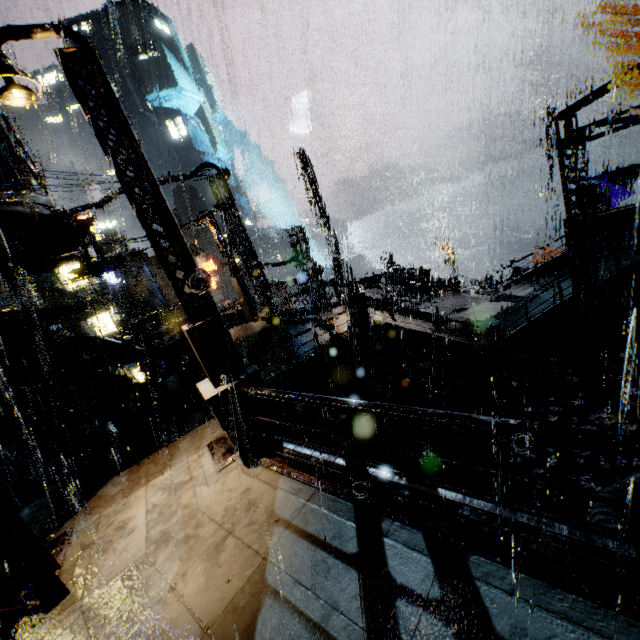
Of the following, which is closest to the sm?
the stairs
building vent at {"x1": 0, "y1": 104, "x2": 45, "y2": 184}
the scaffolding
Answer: the stairs

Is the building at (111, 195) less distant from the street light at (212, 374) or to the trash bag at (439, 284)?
the trash bag at (439, 284)

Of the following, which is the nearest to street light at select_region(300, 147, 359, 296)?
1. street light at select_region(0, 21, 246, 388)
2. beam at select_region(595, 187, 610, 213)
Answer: street light at select_region(0, 21, 246, 388)

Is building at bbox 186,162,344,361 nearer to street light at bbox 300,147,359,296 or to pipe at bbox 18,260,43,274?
pipe at bbox 18,260,43,274

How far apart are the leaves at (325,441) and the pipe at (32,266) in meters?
14.3

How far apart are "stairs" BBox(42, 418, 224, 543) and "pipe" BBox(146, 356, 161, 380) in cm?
972

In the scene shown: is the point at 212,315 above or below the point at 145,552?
above

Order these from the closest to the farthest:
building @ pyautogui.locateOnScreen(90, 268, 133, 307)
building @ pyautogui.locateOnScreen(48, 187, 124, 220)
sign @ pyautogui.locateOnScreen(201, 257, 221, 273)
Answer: building @ pyautogui.locateOnScreen(48, 187, 124, 220)
building @ pyautogui.locateOnScreen(90, 268, 133, 307)
sign @ pyautogui.locateOnScreen(201, 257, 221, 273)
